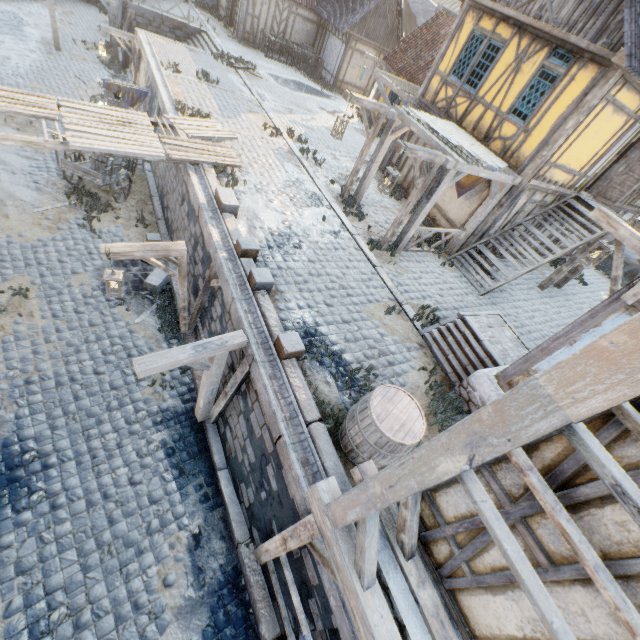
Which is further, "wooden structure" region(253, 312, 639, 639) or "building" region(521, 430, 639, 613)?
"building" region(521, 430, 639, 613)

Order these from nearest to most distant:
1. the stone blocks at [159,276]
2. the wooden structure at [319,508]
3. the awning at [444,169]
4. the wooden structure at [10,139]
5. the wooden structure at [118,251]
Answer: the wooden structure at [319,508] < the wooden structure at [118,251] < the wooden structure at [10,139] < the awning at [444,169] < the stone blocks at [159,276]

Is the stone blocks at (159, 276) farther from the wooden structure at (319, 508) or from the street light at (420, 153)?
the wooden structure at (319, 508)

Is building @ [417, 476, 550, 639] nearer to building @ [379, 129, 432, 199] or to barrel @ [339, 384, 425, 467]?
barrel @ [339, 384, 425, 467]

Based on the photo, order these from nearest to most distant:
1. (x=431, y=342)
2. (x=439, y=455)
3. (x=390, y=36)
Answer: (x=439, y=455) < (x=431, y=342) < (x=390, y=36)

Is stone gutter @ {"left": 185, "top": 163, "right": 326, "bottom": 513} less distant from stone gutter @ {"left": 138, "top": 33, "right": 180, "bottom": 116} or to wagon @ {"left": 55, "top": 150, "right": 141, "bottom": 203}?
stone gutter @ {"left": 138, "top": 33, "right": 180, "bottom": 116}

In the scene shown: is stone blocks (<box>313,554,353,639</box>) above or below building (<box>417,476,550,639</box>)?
below

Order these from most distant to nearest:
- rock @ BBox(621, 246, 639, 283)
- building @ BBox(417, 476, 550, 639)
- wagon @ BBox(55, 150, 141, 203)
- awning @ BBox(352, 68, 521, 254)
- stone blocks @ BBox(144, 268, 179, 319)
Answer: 1. rock @ BBox(621, 246, 639, 283)
2. wagon @ BBox(55, 150, 141, 203)
3. stone blocks @ BBox(144, 268, 179, 319)
4. awning @ BBox(352, 68, 521, 254)
5. building @ BBox(417, 476, 550, 639)
